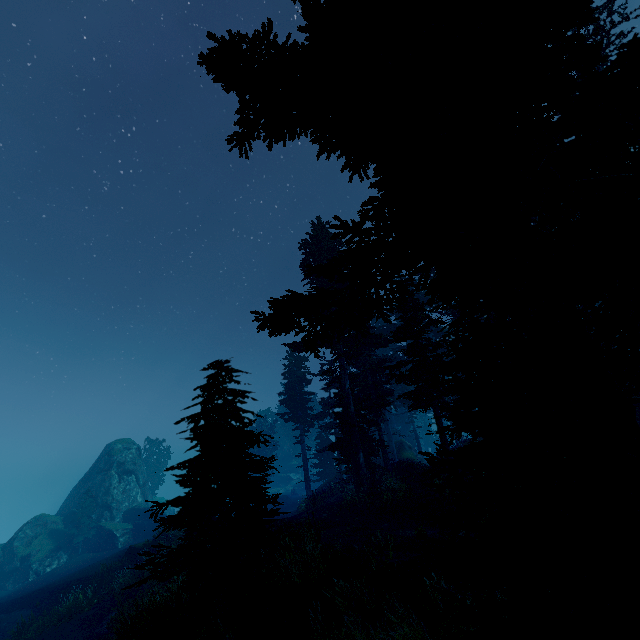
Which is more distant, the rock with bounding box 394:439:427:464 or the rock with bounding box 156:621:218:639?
the rock with bounding box 394:439:427:464

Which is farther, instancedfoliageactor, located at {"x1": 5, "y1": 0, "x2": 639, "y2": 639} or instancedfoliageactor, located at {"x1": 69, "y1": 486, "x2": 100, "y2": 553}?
instancedfoliageactor, located at {"x1": 69, "y1": 486, "x2": 100, "y2": 553}

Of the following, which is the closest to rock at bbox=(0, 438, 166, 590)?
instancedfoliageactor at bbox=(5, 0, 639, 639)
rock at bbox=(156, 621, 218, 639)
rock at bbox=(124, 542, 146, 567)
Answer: instancedfoliageactor at bbox=(5, 0, 639, 639)

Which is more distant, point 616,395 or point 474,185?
point 474,185

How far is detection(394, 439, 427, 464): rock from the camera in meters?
35.6 m

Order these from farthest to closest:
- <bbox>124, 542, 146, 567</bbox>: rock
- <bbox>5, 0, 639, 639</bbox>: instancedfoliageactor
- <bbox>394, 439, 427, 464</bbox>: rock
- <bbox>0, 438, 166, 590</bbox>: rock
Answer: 1. <bbox>394, 439, 427, 464</bbox>: rock
2. <bbox>0, 438, 166, 590</bbox>: rock
3. <bbox>124, 542, 146, 567</bbox>: rock
4. <bbox>5, 0, 639, 639</bbox>: instancedfoliageactor

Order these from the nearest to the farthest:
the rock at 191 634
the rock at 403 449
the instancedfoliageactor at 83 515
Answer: the rock at 191 634, the rock at 403 449, the instancedfoliageactor at 83 515

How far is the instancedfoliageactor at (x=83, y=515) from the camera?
37.2 meters
